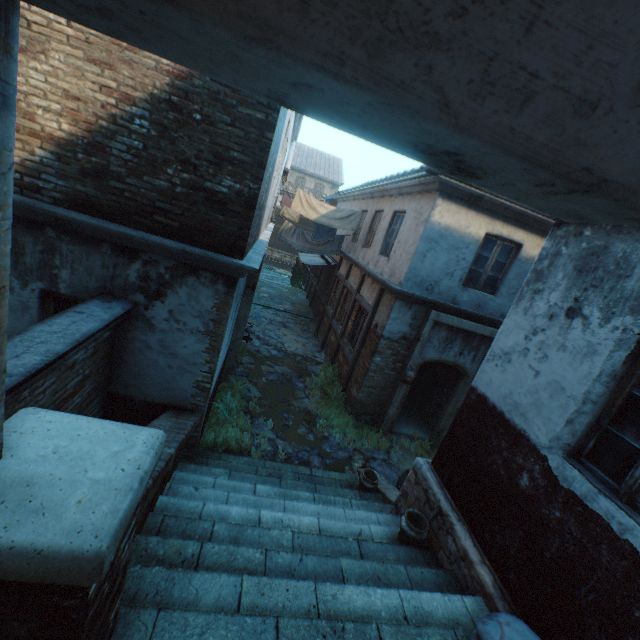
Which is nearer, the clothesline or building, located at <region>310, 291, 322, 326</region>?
the clothesline

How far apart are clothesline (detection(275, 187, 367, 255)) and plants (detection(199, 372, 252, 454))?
5.6m

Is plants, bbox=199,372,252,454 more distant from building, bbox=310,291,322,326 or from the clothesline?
building, bbox=310,291,322,326

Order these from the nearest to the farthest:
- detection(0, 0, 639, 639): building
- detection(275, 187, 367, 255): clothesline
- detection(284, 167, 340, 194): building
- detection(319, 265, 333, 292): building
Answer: detection(0, 0, 639, 639): building < detection(275, 187, 367, 255): clothesline < detection(319, 265, 333, 292): building < detection(284, 167, 340, 194): building

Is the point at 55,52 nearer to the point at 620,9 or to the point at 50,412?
the point at 50,412

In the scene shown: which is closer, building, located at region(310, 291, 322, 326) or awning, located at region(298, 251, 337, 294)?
awning, located at region(298, 251, 337, 294)

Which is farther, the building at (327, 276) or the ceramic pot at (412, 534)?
the building at (327, 276)

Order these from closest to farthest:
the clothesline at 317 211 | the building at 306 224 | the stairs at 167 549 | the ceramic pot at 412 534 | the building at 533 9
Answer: the building at 533 9 → the stairs at 167 549 → the ceramic pot at 412 534 → the clothesline at 317 211 → the building at 306 224
